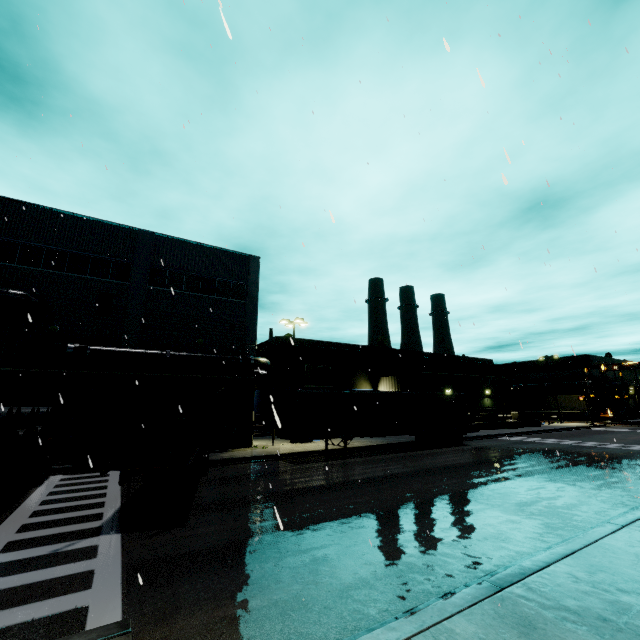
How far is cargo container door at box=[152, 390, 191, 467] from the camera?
8.51m

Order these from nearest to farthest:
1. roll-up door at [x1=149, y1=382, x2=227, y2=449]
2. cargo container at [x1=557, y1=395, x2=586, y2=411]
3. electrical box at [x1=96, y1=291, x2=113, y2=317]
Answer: electrical box at [x1=96, y1=291, x2=113, y2=317] → roll-up door at [x1=149, y1=382, x2=227, y2=449] → cargo container at [x1=557, y1=395, x2=586, y2=411]

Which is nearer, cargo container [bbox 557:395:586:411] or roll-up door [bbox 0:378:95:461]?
roll-up door [bbox 0:378:95:461]

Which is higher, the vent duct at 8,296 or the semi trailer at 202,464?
the vent duct at 8,296

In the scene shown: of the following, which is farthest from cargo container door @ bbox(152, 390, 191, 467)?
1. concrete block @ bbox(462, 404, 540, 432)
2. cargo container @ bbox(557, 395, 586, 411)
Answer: cargo container @ bbox(557, 395, 586, 411)

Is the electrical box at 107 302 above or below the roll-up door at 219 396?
above

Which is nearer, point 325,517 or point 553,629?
point 553,629

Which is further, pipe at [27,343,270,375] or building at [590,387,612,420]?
building at [590,387,612,420]
